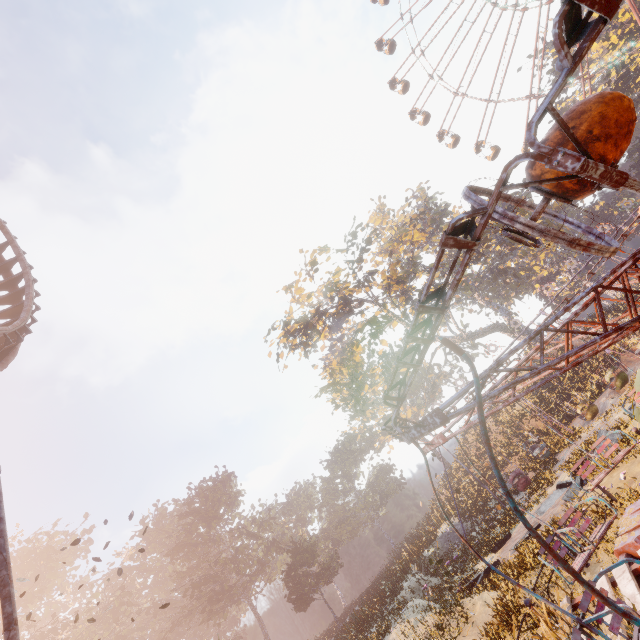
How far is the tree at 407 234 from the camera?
31.5 meters

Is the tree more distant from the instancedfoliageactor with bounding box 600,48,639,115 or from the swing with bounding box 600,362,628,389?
the instancedfoliageactor with bounding box 600,48,639,115

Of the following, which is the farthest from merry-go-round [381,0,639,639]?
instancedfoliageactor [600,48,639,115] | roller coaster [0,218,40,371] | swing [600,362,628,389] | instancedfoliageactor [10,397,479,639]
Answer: instancedfoliageactor [600,48,639,115]

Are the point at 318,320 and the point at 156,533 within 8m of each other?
no

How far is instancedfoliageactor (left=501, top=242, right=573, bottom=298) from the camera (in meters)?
51.81

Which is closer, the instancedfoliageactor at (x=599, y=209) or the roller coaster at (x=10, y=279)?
the roller coaster at (x=10, y=279)

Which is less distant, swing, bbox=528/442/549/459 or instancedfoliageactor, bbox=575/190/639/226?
swing, bbox=528/442/549/459

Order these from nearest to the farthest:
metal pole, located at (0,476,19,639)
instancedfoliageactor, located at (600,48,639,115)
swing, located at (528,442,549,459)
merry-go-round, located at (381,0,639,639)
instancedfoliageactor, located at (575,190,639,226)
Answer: merry-go-round, located at (381,0,639,639) < metal pole, located at (0,476,19,639) < swing, located at (528,442,549,459) < instancedfoliageactor, located at (600,48,639,115) < instancedfoliageactor, located at (575,190,639,226)
